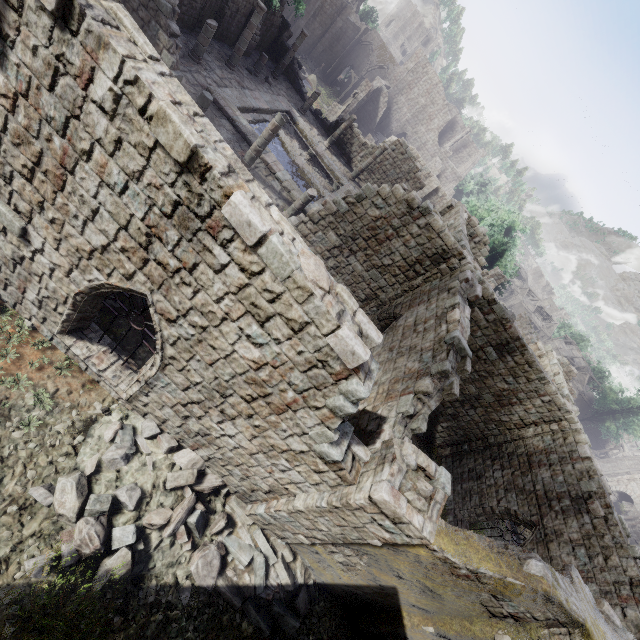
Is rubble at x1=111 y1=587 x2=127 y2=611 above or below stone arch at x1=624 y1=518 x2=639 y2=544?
below

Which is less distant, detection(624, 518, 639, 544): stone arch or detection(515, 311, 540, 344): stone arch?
detection(515, 311, 540, 344): stone arch

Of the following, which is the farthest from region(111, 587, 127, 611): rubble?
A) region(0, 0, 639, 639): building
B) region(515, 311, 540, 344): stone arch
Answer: region(515, 311, 540, 344): stone arch

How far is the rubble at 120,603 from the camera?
5.9 meters

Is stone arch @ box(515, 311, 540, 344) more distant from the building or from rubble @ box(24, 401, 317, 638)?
rubble @ box(24, 401, 317, 638)

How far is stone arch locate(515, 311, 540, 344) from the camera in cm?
3469

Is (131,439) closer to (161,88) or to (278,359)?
(278,359)

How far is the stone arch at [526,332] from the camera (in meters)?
34.69
